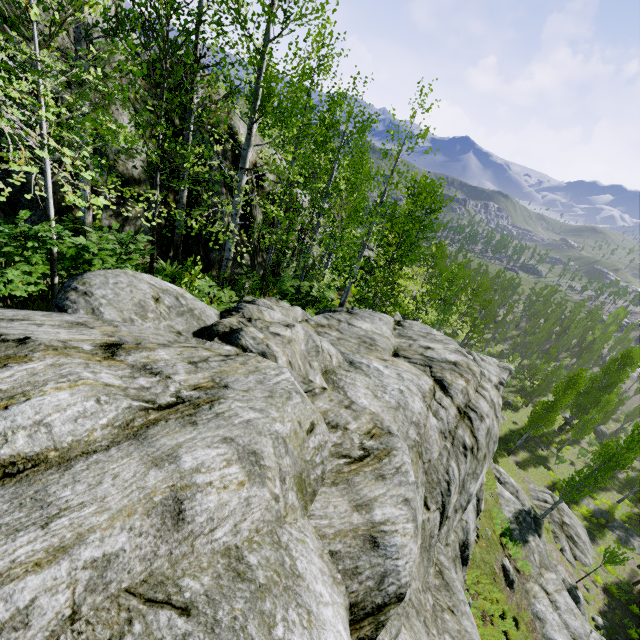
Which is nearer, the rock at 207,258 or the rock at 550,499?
the rock at 207,258

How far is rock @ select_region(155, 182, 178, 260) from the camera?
10.0 meters

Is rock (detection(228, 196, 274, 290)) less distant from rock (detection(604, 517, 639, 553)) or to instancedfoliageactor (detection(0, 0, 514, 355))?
instancedfoliageactor (detection(0, 0, 514, 355))

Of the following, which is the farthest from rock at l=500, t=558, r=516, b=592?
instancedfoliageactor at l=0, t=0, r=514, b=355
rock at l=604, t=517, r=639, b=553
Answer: rock at l=604, t=517, r=639, b=553

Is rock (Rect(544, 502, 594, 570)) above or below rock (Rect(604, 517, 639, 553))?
above

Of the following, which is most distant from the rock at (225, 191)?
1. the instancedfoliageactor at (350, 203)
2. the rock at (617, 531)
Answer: the rock at (617, 531)

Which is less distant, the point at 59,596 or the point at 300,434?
the point at 59,596
